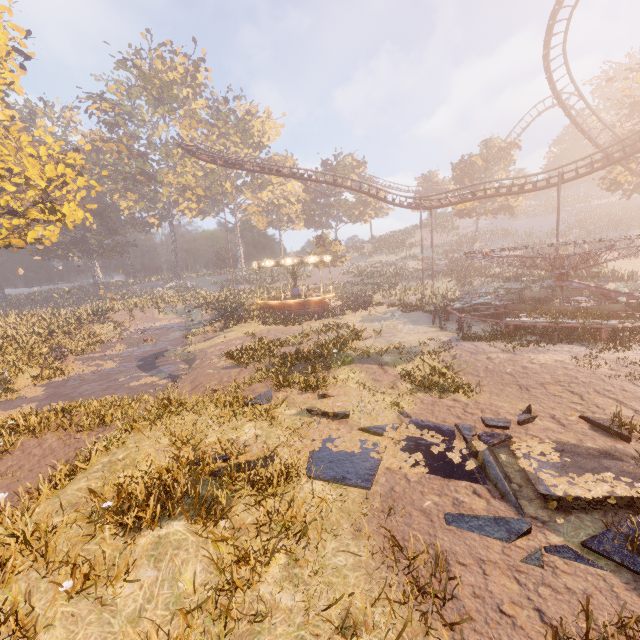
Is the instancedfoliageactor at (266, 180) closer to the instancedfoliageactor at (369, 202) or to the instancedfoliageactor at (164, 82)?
the instancedfoliageactor at (369, 202)

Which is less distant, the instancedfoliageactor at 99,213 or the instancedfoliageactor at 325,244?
the instancedfoliageactor at 99,213

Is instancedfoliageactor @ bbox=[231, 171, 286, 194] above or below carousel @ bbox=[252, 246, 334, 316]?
above

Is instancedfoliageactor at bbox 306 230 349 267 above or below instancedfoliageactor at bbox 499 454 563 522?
above

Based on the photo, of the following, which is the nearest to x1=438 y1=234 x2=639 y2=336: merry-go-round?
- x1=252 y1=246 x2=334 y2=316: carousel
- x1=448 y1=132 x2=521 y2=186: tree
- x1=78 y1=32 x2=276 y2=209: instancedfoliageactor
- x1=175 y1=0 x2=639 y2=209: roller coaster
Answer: x1=175 y1=0 x2=639 y2=209: roller coaster

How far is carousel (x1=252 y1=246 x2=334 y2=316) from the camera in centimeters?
2845cm

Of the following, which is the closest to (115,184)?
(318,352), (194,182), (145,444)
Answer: (194,182)

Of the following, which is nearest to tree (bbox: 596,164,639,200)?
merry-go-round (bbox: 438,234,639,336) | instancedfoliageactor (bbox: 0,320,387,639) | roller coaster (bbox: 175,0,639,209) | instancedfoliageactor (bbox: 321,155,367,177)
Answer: roller coaster (bbox: 175,0,639,209)
